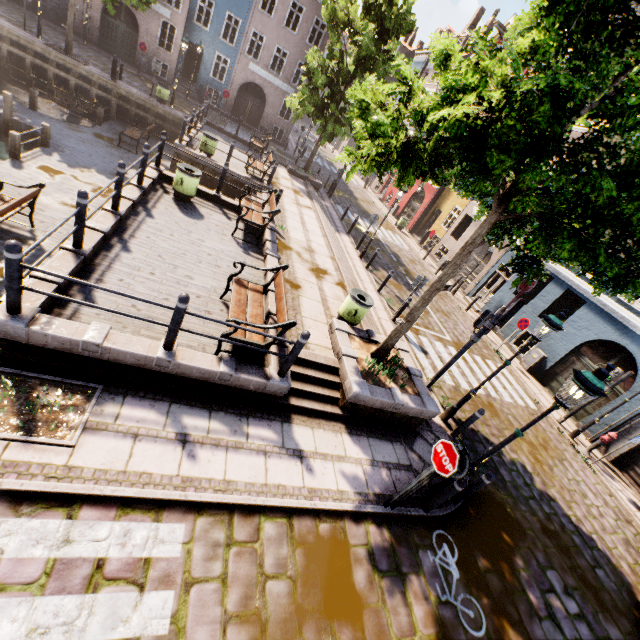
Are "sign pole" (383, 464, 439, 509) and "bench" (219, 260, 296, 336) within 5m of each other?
yes

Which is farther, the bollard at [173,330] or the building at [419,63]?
the building at [419,63]

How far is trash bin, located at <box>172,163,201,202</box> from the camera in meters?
9.7

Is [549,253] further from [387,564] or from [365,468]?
[387,564]

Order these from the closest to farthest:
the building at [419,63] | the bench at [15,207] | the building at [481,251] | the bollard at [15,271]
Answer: the bollard at [15,271]
the bench at [15,207]
the building at [481,251]
the building at [419,63]

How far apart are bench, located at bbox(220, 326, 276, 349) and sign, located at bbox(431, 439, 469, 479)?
3.0 meters

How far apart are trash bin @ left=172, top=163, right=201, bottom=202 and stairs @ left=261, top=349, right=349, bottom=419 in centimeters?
640cm

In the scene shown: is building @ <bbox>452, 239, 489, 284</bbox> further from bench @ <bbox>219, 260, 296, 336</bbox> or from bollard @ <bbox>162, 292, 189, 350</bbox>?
bollard @ <bbox>162, 292, 189, 350</bbox>
